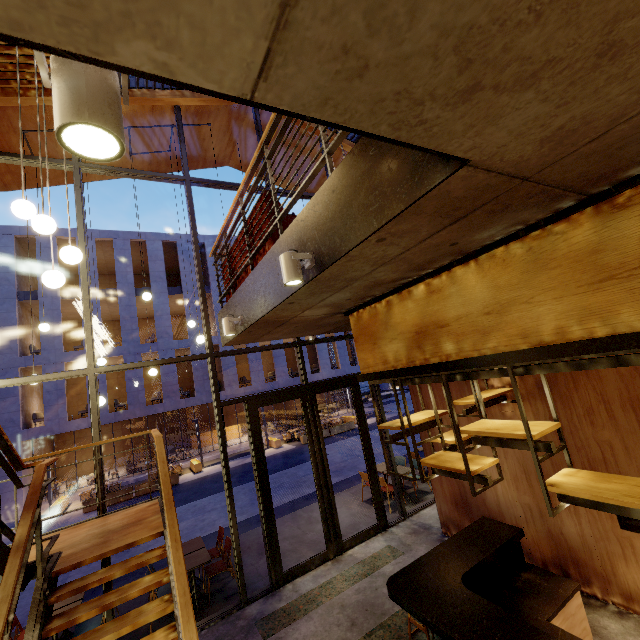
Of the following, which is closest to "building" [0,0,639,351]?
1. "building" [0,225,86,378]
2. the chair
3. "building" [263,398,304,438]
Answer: the chair

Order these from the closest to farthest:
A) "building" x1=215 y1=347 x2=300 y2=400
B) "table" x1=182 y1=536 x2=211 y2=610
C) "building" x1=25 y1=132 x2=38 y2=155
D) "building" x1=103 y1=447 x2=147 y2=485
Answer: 1. "table" x1=182 y1=536 x2=211 y2=610
2. "building" x1=25 y1=132 x2=38 y2=155
3. "building" x1=103 y1=447 x2=147 y2=485
4. "building" x1=215 y1=347 x2=300 y2=400

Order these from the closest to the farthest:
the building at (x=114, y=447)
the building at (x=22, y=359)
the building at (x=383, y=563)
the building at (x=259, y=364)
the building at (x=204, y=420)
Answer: the building at (x=383, y=563) < the building at (x=22, y=359) < the building at (x=204, y=420) < the building at (x=259, y=364) < the building at (x=114, y=447)

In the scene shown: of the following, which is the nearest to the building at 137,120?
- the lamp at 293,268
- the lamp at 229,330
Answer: the lamp at 229,330

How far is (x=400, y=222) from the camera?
1.91m

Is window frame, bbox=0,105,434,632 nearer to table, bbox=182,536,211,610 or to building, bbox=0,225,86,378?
table, bbox=182,536,211,610

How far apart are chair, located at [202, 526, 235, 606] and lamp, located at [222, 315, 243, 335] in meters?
4.7 m

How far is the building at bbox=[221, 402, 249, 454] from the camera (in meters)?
22.67
